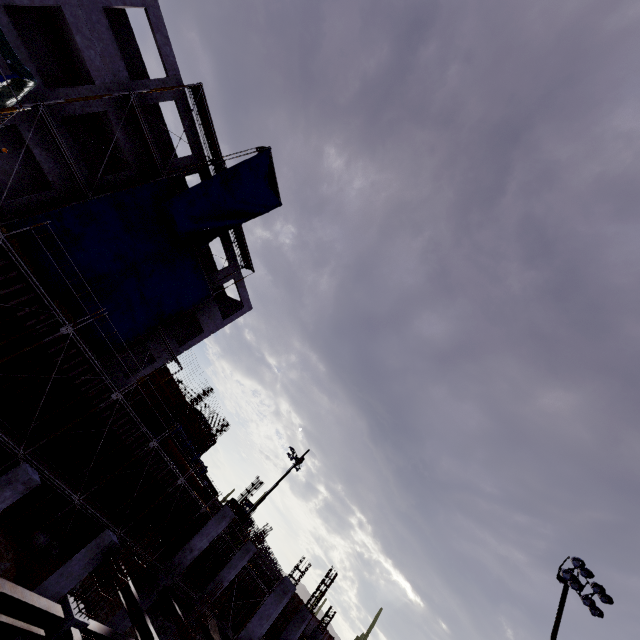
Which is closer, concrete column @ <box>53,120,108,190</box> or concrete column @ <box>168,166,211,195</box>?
concrete column @ <box>53,120,108,190</box>

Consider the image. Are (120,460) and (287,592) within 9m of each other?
no

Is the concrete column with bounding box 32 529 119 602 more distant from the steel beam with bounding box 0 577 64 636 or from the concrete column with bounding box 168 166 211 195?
the concrete column with bounding box 168 166 211 195

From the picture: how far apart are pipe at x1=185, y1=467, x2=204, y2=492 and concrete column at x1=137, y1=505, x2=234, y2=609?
6.5 meters

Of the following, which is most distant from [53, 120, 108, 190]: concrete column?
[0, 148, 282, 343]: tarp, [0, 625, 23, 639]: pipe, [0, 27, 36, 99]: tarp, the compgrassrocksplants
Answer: [0, 625, 23, 639]: pipe

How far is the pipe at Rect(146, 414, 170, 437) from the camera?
22.5m

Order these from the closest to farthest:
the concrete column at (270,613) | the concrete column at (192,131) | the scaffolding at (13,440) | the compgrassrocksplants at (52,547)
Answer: the scaffolding at (13,440) → the concrete column at (270,613) → the compgrassrocksplants at (52,547) → the concrete column at (192,131)

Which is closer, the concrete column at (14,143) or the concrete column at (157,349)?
the concrete column at (14,143)
